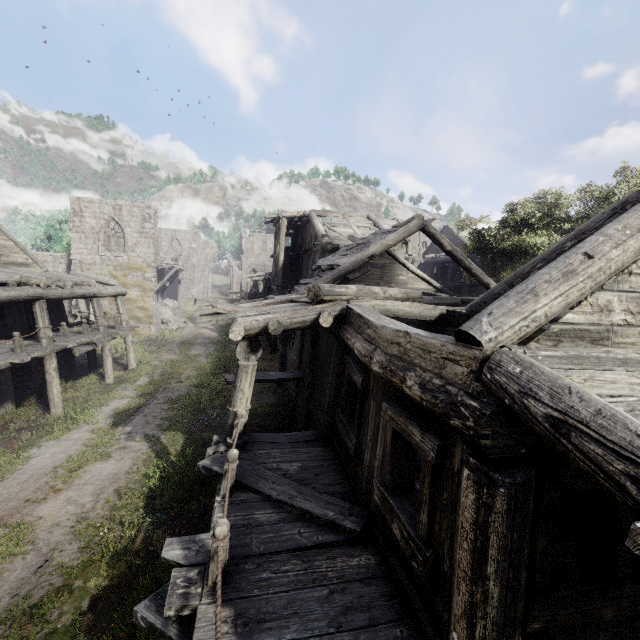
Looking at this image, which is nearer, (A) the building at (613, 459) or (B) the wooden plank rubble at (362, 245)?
(A) the building at (613, 459)

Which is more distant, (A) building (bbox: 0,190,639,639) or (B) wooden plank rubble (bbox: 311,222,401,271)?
(B) wooden plank rubble (bbox: 311,222,401,271)

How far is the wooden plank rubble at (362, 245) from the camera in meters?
13.4 m

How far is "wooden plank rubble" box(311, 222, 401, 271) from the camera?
13.4m

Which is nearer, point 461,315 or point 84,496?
point 461,315
